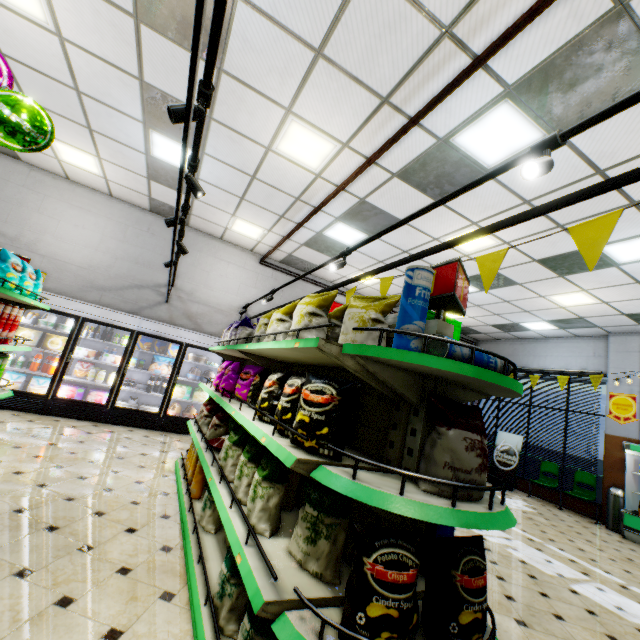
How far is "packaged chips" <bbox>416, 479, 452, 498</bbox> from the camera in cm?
142

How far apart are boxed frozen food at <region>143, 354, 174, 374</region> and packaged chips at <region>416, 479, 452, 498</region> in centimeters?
707cm

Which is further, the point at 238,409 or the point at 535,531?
the point at 535,531

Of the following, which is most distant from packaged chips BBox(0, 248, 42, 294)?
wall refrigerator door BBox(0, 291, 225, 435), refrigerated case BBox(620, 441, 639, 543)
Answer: refrigerated case BBox(620, 441, 639, 543)

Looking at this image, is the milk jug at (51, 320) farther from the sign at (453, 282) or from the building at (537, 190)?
the sign at (453, 282)

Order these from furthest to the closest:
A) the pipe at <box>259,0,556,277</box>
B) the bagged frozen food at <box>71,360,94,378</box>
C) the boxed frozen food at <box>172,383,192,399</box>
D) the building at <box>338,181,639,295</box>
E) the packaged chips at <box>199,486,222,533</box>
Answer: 1. the boxed frozen food at <box>172,383,192,399</box>
2. the bagged frozen food at <box>71,360,94,378</box>
3. the building at <box>338,181,639,295</box>
4. the packaged chips at <box>199,486,222,533</box>
5. the pipe at <box>259,0,556,277</box>

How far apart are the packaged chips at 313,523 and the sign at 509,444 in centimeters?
1035cm

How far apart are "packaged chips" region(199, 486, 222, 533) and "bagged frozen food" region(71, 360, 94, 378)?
5.27m
